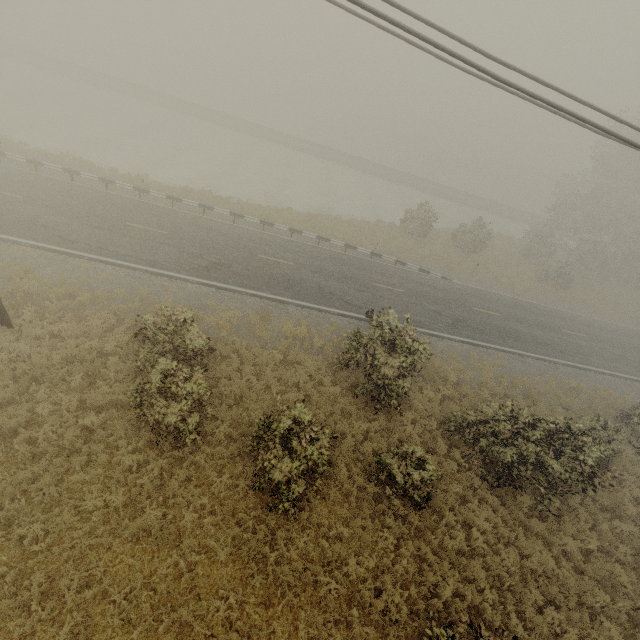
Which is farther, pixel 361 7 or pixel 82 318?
pixel 82 318
